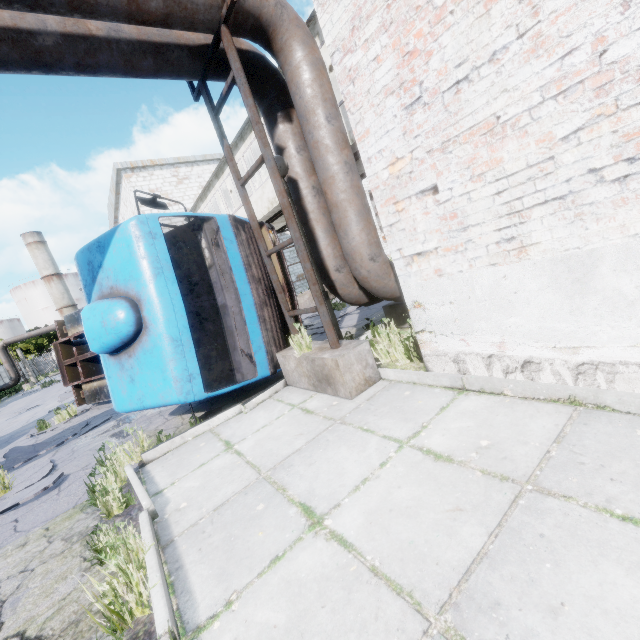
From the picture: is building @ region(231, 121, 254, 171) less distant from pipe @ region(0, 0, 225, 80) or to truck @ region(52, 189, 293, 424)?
pipe @ region(0, 0, 225, 80)

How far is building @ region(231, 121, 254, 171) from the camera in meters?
12.0

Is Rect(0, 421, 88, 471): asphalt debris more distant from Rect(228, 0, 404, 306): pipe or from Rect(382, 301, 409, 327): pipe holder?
Rect(382, 301, 409, 327): pipe holder

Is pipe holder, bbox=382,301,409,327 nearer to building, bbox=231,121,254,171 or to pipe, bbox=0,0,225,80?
pipe, bbox=0,0,225,80

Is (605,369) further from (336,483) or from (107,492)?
Result: (107,492)

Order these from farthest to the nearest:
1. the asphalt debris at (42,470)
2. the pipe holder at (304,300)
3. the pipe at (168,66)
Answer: the asphalt debris at (42,470)
the pipe holder at (304,300)
the pipe at (168,66)

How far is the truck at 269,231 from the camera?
6.31m
